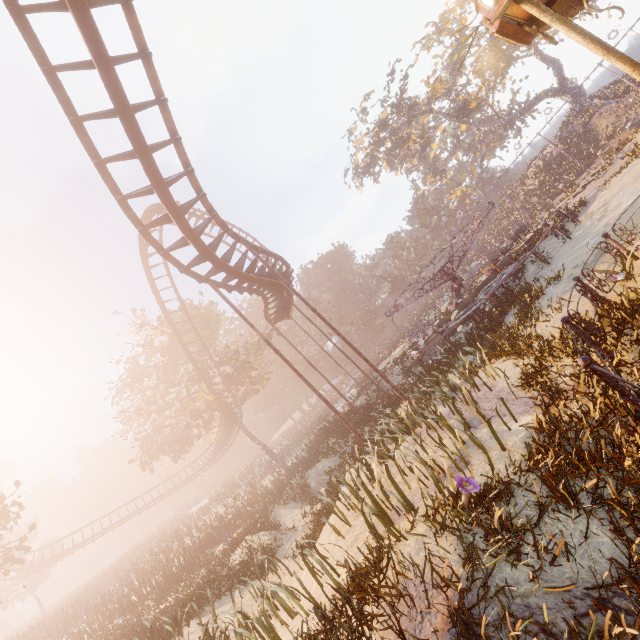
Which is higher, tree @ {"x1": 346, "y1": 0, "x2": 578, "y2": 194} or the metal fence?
tree @ {"x1": 346, "y1": 0, "x2": 578, "y2": 194}

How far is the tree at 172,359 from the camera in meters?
26.7 m

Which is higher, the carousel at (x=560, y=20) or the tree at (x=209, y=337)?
the tree at (x=209, y=337)

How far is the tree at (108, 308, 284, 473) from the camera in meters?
26.7 m

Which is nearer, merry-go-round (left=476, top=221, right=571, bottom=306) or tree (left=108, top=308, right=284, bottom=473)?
merry-go-round (left=476, top=221, right=571, bottom=306)

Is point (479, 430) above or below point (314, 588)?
below

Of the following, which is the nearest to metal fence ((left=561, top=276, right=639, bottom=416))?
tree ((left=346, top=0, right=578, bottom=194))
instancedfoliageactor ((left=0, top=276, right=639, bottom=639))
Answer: instancedfoliageactor ((left=0, top=276, right=639, bottom=639))

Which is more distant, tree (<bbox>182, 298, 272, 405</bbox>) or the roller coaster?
tree (<bbox>182, 298, 272, 405</bbox>)
